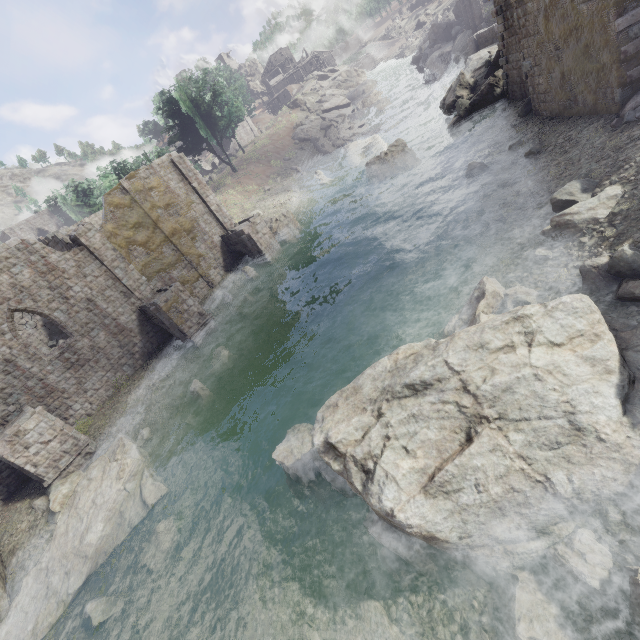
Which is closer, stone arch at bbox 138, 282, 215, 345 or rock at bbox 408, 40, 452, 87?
stone arch at bbox 138, 282, 215, 345

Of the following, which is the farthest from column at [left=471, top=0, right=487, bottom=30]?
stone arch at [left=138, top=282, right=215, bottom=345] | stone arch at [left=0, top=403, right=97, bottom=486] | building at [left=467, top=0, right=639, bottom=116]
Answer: stone arch at [left=0, top=403, right=97, bottom=486]

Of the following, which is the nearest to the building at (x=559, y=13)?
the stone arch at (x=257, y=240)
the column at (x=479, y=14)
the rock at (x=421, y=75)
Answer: the stone arch at (x=257, y=240)

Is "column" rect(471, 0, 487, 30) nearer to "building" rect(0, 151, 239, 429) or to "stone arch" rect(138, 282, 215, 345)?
"building" rect(0, 151, 239, 429)

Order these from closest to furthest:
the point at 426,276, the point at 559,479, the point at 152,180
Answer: the point at 559,479
the point at 426,276
the point at 152,180

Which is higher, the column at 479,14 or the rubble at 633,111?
the column at 479,14

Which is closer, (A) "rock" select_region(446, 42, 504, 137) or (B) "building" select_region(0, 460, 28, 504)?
(B) "building" select_region(0, 460, 28, 504)

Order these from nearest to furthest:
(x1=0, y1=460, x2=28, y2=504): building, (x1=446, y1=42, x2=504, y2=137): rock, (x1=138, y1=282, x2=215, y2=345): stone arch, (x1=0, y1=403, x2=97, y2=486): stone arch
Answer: (x1=0, y1=403, x2=97, y2=486): stone arch → (x1=0, y1=460, x2=28, y2=504): building → (x1=138, y1=282, x2=215, y2=345): stone arch → (x1=446, y1=42, x2=504, y2=137): rock
